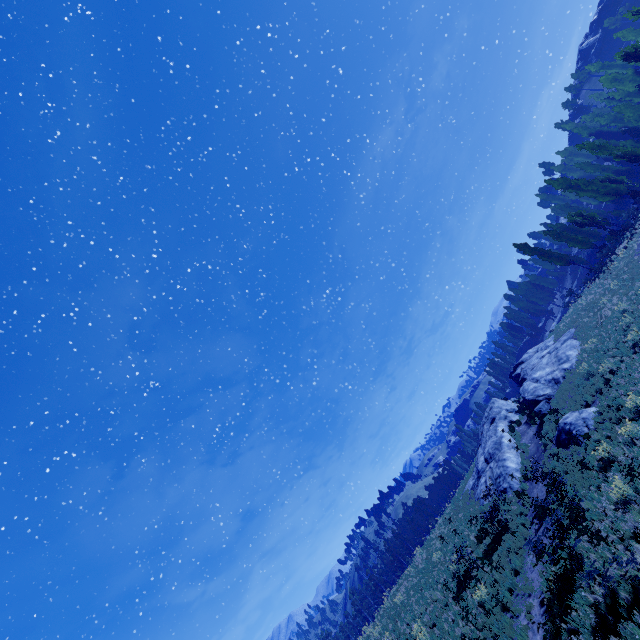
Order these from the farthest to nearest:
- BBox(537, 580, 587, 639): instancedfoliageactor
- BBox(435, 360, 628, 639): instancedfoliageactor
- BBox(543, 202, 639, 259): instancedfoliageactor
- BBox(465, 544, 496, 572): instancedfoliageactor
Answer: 1. BBox(543, 202, 639, 259): instancedfoliageactor
2. BBox(465, 544, 496, 572): instancedfoliageactor
3. BBox(435, 360, 628, 639): instancedfoliageactor
4. BBox(537, 580, 587, 639): instancedfoliageactor

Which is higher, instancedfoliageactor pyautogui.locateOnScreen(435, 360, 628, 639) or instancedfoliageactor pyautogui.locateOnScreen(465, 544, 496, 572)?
instancedfoliageactor pyautogui.locateOnScreen(465, 544, 496, 572)

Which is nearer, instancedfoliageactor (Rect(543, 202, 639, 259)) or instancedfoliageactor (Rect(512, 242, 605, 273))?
Result: instancedfoliageactor (Rect(543, 202, 639, 259))

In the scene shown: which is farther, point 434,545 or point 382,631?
Answer: point 434,545

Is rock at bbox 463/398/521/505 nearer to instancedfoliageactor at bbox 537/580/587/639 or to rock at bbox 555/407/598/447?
rock at bbox 555/407/598/447

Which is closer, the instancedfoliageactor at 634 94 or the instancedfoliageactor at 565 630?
the instancedfoliageactor at 565 630

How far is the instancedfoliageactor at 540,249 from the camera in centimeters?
4011cm

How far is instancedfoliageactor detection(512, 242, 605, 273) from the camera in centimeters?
4011cm
